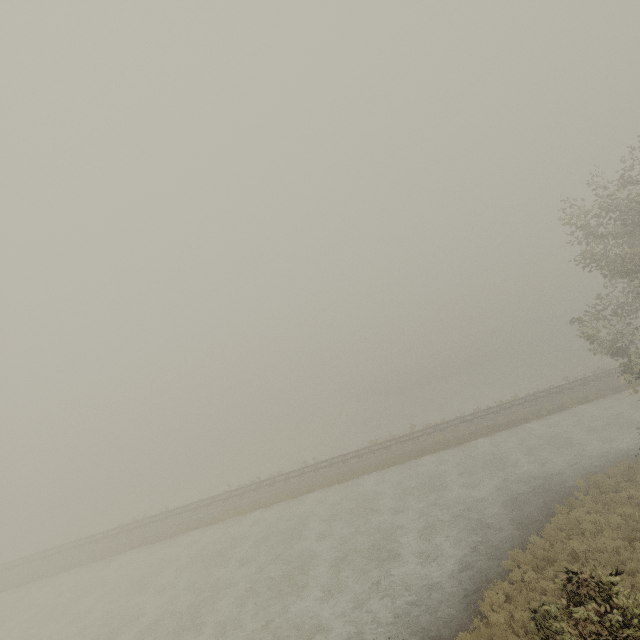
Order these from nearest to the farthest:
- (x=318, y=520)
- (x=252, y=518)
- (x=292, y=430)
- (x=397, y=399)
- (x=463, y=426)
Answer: (x=318, y=520), (x=252, y=518), (x=463, y=426), (x=397, y=399), (x=292, y=430)
